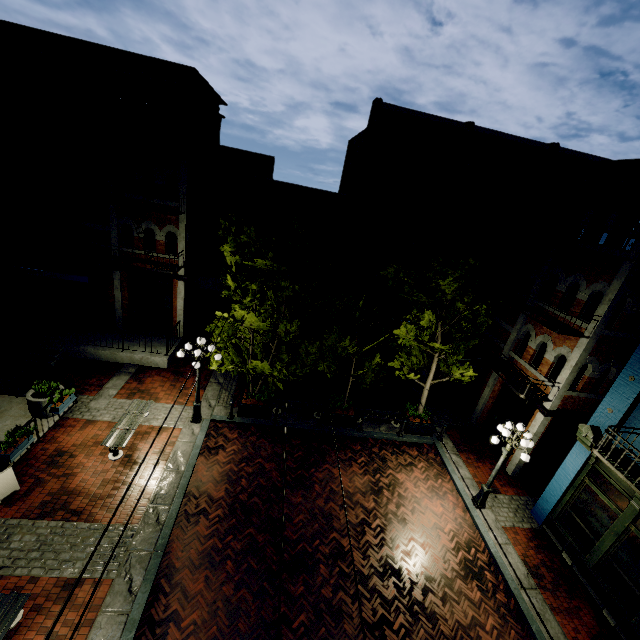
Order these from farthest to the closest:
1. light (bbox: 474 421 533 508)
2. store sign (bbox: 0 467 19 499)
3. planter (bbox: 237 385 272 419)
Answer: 1. planter (bbox: 237 385 272 419)
2. light (bbox: 474 421 533 508)
3. store sign (bbox: 0 467 19 499)

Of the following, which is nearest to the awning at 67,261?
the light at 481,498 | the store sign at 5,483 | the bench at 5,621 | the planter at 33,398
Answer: the planter at 33,398

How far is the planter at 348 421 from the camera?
13.53m

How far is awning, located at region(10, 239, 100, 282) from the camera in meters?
13.6

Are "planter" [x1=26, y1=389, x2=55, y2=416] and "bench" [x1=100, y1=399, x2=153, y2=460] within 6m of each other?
yes

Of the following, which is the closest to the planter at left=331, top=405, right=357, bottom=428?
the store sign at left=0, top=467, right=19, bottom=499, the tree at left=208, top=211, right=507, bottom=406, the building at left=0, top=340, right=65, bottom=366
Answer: the tree at left=208, top=211, right=507, bottom=406

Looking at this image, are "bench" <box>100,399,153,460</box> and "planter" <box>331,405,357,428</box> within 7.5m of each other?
yes

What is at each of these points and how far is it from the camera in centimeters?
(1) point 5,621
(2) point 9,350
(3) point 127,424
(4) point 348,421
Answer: (1) bench, 619cm
(2) building, 1382cm
(3) bench, 1114cm
(4) planter, 1366cm
